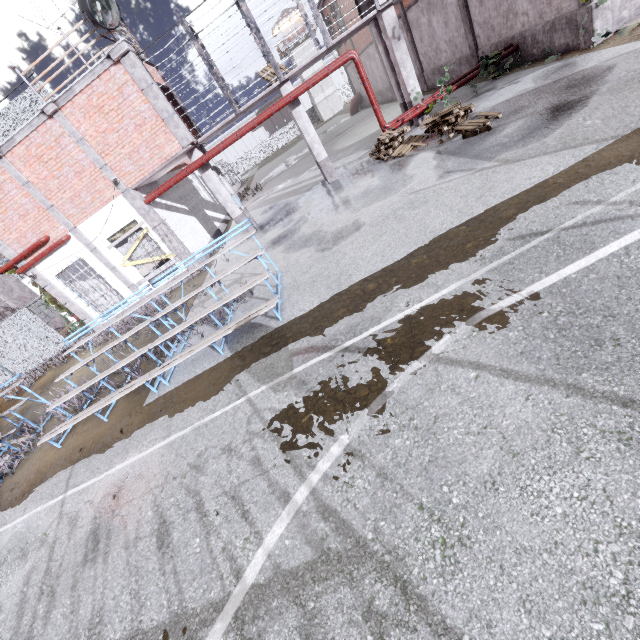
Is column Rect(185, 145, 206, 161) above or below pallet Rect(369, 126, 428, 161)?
above

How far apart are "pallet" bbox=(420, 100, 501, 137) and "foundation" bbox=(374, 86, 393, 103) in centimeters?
1739cm

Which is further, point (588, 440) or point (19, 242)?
point (19, 242)

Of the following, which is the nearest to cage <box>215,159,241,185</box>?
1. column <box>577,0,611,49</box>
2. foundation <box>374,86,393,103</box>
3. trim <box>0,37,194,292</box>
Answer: trim <box>0,37,194,292</box>

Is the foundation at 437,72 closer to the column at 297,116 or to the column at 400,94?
the column at 400,94

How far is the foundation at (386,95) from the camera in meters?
25.1

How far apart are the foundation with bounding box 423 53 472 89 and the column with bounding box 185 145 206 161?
12.2m

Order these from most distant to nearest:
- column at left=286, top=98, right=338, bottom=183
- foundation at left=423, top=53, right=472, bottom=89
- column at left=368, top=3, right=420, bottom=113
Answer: foundation at left=423, top=53, right=472, bottom=89, column at left=286, top=98, right=338, bottom=183, column at left=368, top=3, right=420, bottom=113
